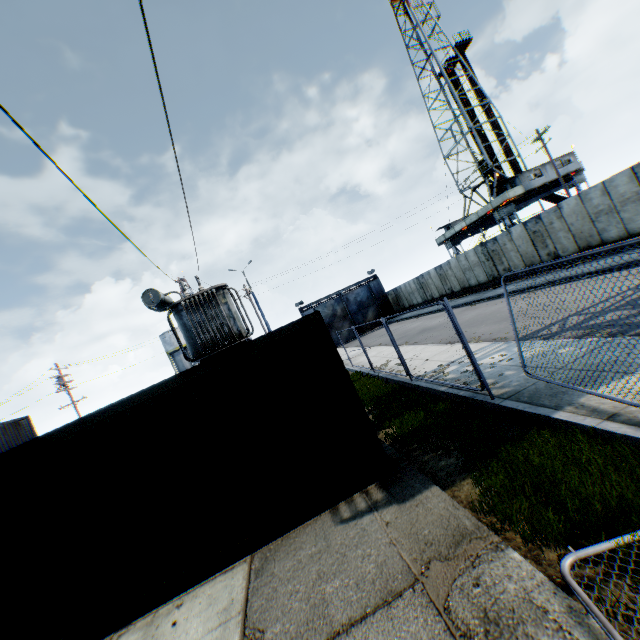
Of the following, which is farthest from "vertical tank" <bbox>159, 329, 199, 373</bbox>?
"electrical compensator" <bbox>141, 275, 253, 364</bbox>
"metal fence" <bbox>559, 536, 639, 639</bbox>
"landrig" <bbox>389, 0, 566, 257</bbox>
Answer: "metal fence" <bbox>559, 536, 639, 639</bbox>

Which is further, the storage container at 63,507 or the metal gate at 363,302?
the metal gate at 363,302

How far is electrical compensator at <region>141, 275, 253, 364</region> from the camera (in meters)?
13.93

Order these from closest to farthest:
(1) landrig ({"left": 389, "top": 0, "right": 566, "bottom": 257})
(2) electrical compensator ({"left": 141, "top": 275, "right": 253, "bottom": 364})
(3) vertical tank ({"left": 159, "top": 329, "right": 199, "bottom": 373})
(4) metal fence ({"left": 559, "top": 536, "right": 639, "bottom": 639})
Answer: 1. (4) metal fence ({"left": 559, "top": 536, "right": 639, "bottom": 639})
2. (2) electrical compensator ({"left": 141, "top": 275, "right": 253, "bottom": 364})
3. (1) landrig ({"left": 389, "top": 0, "right": 566, "bottom": 257})
4. (3) vertical tank ({"left": 159, "top": 329, "right": 199, "bottom": 373})

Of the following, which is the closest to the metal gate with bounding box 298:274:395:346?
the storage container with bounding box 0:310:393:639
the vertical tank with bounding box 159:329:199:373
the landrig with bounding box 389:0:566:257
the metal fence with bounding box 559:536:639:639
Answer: the landrig with bounding box 389:0:566:257

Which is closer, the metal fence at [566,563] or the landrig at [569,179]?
the metal fence at [566,563]

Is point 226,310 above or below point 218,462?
above

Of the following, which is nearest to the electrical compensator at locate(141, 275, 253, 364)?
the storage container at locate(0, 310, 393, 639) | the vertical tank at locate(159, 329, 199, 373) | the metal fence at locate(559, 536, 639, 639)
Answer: the storage container at locate(0, 310, 393, 639)
